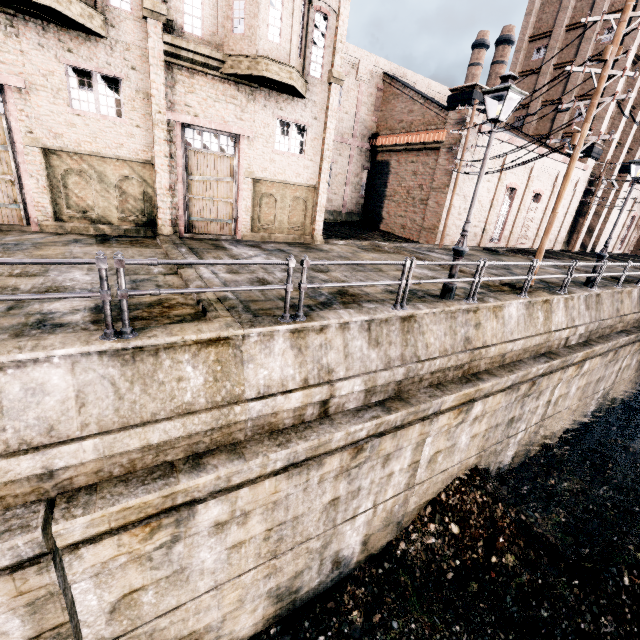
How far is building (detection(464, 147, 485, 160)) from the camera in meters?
22.7 m

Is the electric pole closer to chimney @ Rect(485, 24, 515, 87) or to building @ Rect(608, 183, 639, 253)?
building @ Rect(608, 183, 639, 253)

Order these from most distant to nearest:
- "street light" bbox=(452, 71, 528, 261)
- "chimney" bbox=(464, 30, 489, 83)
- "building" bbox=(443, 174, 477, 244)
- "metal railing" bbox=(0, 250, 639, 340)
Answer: "chimney" bbox=(464, 30, 489, 83)
"building" bbox=(443, 174, 477, 244)
"street light" bbox=(452, 71, 528, 261)
"metal railing" bbox=(0, 250, 639, 340)

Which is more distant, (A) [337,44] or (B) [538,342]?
(A) [337,44]

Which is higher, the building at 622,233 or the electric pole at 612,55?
the electric pole at 612,55

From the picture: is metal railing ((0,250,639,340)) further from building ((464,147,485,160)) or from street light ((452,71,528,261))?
building ((464,147,485,160))

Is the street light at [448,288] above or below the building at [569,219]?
below

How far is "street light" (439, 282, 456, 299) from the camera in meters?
9.8 m
